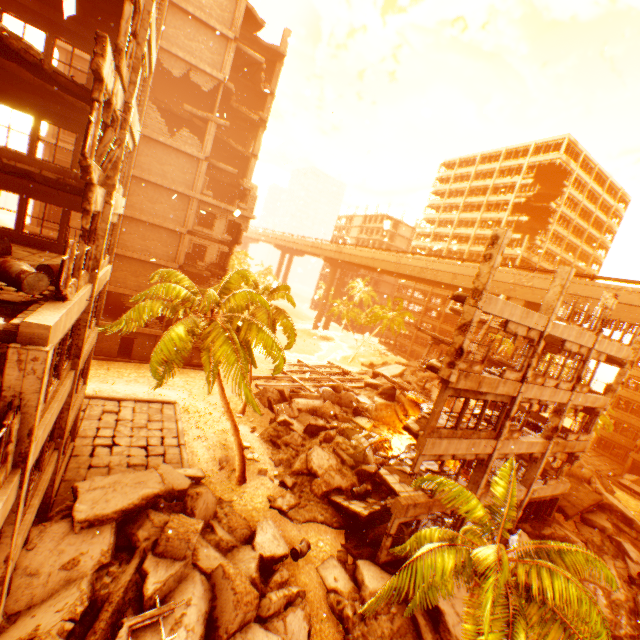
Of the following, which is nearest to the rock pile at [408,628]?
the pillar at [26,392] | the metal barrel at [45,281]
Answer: the pillar at [26,392]

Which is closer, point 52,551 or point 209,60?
point 52,551

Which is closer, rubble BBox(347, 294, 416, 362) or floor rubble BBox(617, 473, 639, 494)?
floor rubble BBox(617, 473, 639, 494)

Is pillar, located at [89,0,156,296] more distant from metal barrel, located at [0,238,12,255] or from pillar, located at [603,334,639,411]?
pillar, located at [603,334,639,411]

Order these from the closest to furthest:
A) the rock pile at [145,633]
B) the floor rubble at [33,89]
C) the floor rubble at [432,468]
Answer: the floor rubble at [33,89] → the rock pile at [145,633] → the floor rubble at [432,468]

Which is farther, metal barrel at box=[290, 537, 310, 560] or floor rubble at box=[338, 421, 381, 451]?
floor rubble at box=[338, 421, 381, 451]

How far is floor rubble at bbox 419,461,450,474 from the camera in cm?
1669

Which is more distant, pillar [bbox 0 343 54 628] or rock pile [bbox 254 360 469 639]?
rock pile [bbox 254 360 469 639]
